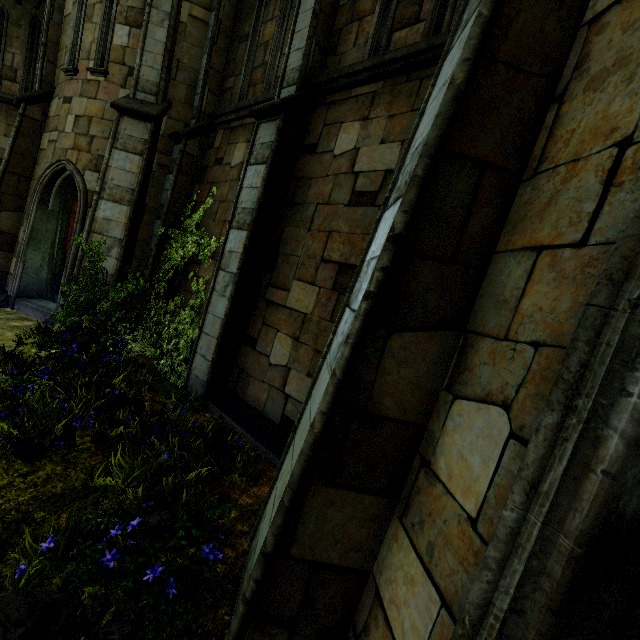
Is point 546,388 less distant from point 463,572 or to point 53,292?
point 463,572
